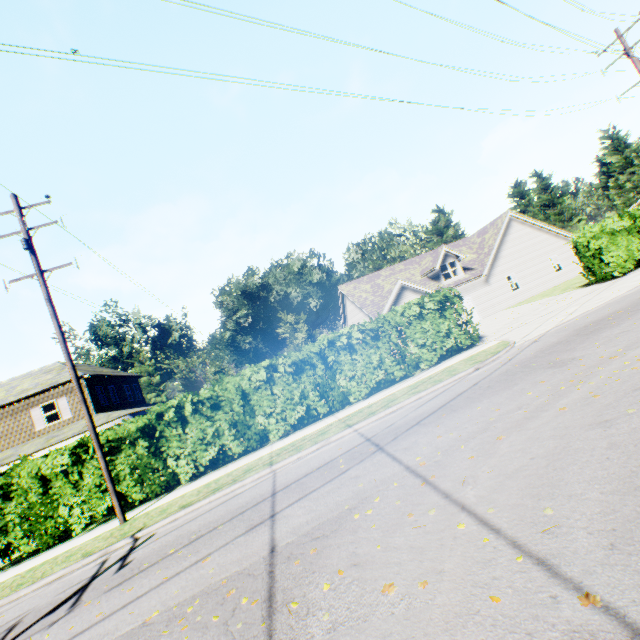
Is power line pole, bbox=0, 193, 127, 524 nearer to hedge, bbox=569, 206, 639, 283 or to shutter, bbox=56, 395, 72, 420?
shutter, bbox=56, 395, 72, 420

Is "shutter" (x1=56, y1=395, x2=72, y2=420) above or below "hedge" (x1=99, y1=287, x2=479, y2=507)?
above

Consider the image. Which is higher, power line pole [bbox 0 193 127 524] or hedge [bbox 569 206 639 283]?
power line pole [bbox 0 193 127 524]

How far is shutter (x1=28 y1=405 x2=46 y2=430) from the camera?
22.3m

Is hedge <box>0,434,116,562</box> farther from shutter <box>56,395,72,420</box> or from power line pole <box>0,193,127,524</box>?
shutter <box>56,395,72,420</box>

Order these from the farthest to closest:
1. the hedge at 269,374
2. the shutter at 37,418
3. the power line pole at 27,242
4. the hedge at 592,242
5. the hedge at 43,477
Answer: the shutter at 37,418 → the hedge at 592,242 → the hedge at 269,374 → the hedge at 43,477 → the power line pole at 27,242

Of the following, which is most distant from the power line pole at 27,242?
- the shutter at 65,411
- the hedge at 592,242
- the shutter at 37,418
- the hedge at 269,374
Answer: the hedge at 592,242

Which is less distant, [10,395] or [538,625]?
[538,625]
